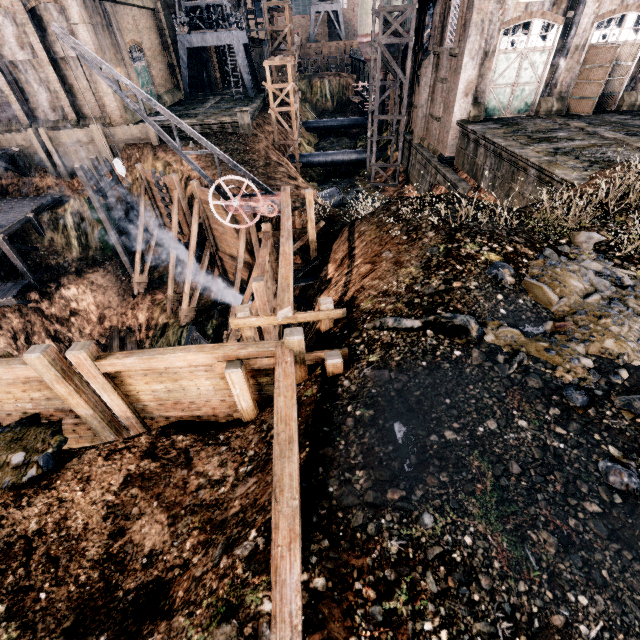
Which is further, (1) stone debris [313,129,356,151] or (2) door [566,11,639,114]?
(1) stone debris [313,129,356,151]

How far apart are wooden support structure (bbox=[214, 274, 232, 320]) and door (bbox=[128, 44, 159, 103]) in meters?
27.9

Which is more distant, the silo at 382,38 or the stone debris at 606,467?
the silo at 382,38

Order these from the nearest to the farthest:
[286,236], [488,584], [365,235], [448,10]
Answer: [488,584], [286,236], [365,235], [448,10]

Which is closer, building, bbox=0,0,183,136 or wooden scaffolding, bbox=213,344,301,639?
wooden scaffolding, bbox=213,344,301,639

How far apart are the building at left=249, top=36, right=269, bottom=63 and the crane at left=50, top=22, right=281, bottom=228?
52.08m

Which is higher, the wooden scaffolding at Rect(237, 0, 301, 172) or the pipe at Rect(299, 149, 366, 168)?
the wooden scaffolding at Rect(237, 0, 301, 172)

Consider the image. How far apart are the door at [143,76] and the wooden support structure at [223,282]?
27.89m
